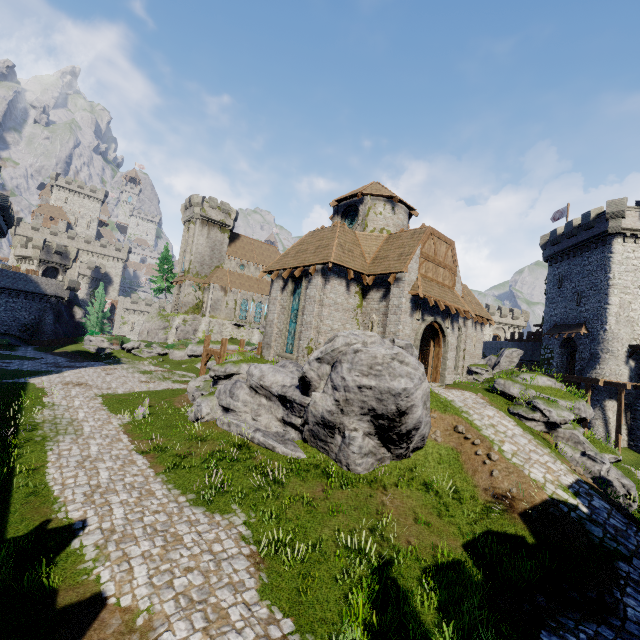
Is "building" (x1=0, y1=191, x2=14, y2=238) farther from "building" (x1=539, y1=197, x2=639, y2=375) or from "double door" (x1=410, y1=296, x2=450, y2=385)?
"building" (x1=539, y1=197, x2=639, y2=375)

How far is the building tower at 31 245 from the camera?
52.7m

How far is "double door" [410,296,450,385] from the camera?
17.88m

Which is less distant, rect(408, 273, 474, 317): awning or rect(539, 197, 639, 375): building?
rect(408, 273, 474, 317): awning

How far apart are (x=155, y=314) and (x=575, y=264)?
63.32m

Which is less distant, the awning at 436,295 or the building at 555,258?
the awning at 436,295

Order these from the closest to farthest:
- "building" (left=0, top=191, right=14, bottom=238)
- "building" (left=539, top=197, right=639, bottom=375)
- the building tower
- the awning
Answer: the awning
"building" (left=539, top=197, right=639, bottom=375)
"building" (left=0, top=191, right=14, bottom=238)
the building tower

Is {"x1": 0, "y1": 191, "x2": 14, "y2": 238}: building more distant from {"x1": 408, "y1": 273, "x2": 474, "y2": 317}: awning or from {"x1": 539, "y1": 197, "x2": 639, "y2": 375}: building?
{"x1": 539, "y1": 197, "x2": 639, "y2": 375}: building
